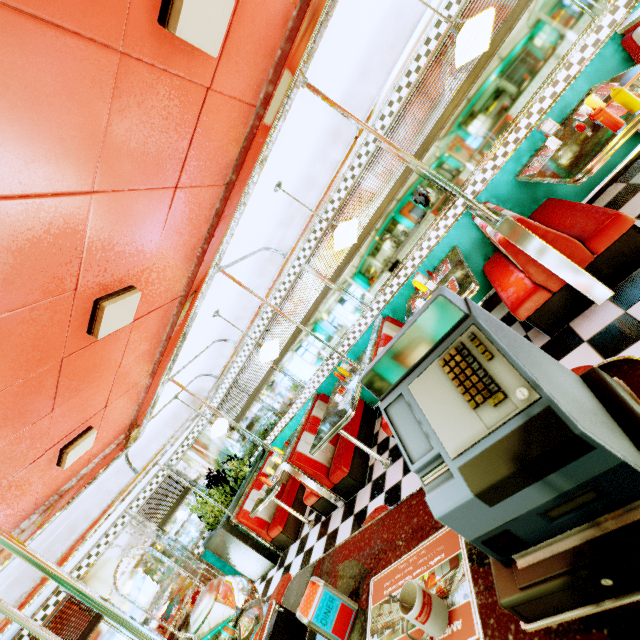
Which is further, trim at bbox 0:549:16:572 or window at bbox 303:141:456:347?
window at bbox 303:141:456:347

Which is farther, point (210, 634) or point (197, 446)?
point (197, 446)

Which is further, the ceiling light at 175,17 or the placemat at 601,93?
the placemat at 601,93

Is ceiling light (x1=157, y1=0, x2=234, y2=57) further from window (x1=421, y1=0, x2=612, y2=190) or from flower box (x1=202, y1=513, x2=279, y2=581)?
flower box (x1=202, y1=513, x2=279, y2=581)

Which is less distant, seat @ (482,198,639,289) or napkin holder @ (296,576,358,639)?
napkin holder @ (296,576,358,639)

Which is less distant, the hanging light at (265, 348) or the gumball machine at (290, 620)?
the gumball machine at (290, 620)

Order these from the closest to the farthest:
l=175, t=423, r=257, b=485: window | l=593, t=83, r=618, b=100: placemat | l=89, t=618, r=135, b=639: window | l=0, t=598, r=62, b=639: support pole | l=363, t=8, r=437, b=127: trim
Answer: l=0, t=598, r=62, b=639: support pole
l=593, t=83, r=618, b=100: placemat
l=363, t=8, r=437, b=127: trim
l=89, t=618, r=135, b=639: window
l=175, t=423, r=257, b=485: window

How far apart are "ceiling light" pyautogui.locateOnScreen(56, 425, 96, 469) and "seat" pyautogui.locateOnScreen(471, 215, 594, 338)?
4.5 meters
